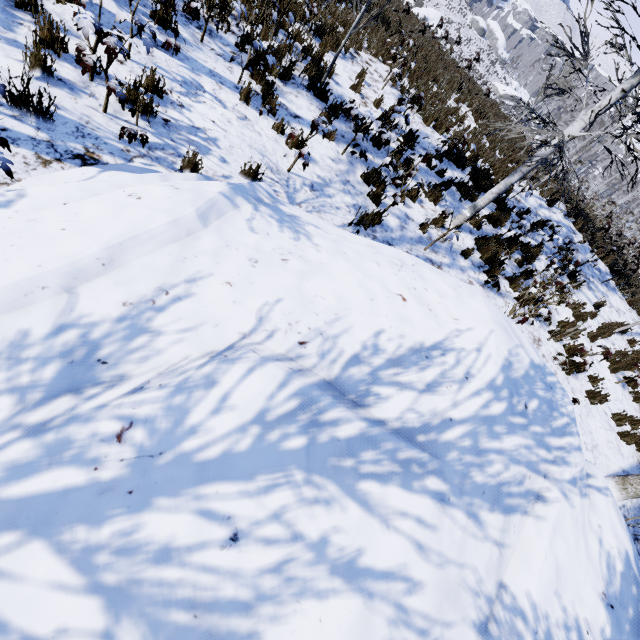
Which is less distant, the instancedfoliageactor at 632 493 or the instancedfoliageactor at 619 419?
the instancedfoliageactor at 632 493

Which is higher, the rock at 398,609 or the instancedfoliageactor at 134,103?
the rock at 398,609

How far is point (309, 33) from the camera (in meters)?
8.43

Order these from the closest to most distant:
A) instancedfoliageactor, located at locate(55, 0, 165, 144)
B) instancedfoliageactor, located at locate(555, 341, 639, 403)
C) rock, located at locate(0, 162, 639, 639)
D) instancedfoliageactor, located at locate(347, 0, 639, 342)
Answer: rock, located at locate(0, 162, 639, 639) < instancedfoliageactor, located at locate(55, 0, 165, 144) < instancedfoliageactor, located at locate(347, 0, 639, 342) < instancedfoliageactor, located at locate(555, 341, 639, 403)

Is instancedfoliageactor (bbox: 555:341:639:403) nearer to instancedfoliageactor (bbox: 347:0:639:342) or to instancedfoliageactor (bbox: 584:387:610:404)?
instancedfoliageactor (bbox: 584:387:610:404)

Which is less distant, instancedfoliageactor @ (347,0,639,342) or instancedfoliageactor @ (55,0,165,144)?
instancedfoliageactor @ (55,0,165,144)

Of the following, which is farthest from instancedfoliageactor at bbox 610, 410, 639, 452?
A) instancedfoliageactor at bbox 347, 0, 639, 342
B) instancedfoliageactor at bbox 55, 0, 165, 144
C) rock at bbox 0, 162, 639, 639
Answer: instancedfoliageactor at bbox 347, 0, 639, 342

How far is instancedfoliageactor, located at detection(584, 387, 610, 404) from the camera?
6.8m
